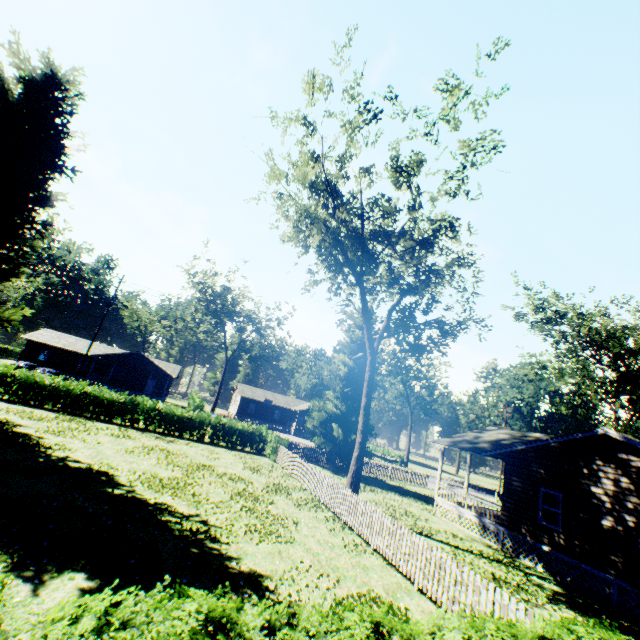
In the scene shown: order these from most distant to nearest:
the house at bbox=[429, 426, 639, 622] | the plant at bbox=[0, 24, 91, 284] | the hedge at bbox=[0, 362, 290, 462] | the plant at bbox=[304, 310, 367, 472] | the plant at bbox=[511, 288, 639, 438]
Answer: the plant at bbox=[511, 288, 639, 438], the plant at bbox=[304, 310, 367, 472], the hedge at bbox=[0, 362, 290, 462], the plant at bbox=[0, 24, 91, 284], the house at bbox=[429, 426, 639, 622]

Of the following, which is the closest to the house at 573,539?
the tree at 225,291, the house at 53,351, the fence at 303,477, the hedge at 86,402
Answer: the fence at 303,477

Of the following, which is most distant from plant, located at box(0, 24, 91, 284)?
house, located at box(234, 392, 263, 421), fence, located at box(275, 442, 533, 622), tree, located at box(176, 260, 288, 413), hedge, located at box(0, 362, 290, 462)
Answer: house, located at box(234, 392, 263, 421)

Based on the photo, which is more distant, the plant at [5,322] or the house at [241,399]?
the house at [241,399]

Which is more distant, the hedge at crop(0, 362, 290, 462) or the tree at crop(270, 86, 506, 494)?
the hedge at crop(0, 362, 290, 462)

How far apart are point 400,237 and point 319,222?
4.6m

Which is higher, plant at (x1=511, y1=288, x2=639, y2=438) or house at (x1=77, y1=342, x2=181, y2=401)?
plant at (x1=511, y1=288, x2=639, y2=438)

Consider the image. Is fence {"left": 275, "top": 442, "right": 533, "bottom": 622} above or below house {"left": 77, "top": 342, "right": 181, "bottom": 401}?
below
